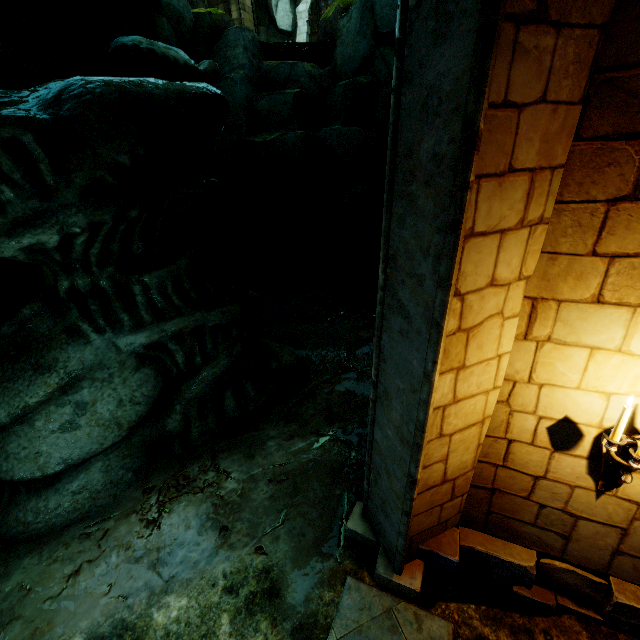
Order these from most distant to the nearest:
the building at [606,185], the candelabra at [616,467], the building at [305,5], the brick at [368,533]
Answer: the building at [305,5] < the brick at [368,533] < the candelabra at [616,467] < the building at [606,185]

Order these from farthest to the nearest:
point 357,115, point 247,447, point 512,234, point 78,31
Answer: point 357,115, point 78,31, point 247,447, point 512,234

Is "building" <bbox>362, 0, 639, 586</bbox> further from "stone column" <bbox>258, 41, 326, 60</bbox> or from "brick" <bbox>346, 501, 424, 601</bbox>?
"stone column" <bbox>258, 41, 326, 60</bbox>

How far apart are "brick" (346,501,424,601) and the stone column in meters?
12.9 m

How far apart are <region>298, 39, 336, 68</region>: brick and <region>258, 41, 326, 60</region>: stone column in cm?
1

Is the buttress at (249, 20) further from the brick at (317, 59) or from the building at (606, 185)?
the brick at (317, 59)

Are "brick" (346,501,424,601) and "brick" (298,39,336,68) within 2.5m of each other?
no

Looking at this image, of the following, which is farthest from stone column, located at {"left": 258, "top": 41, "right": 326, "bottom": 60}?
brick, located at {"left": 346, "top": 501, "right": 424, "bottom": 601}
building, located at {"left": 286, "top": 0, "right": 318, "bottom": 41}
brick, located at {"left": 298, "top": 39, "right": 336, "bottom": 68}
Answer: brick, located at {"left": 346, "top": 501, "right": 424, "bottom": 601}
